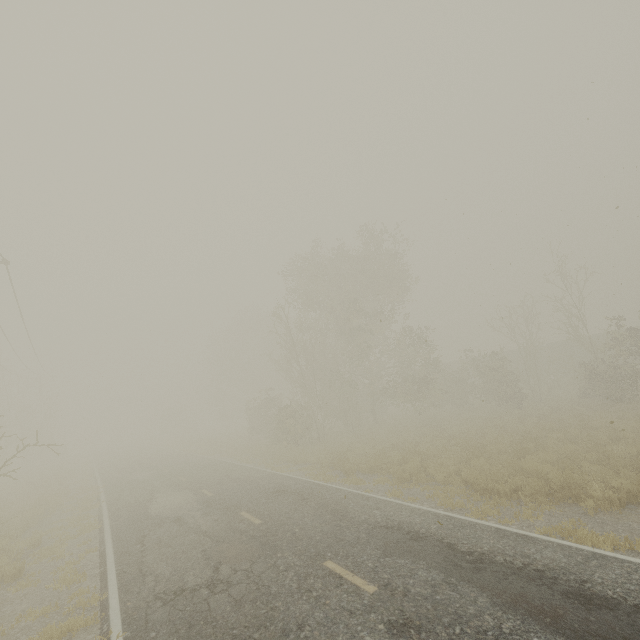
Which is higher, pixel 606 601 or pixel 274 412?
pixel 274 412

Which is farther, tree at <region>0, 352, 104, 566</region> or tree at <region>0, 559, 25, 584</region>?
tree at <region>0, 352, 104, 566</region>

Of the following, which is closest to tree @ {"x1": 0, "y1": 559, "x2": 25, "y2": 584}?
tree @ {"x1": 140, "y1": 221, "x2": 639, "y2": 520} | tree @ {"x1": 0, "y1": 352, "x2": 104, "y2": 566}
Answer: tree @ {"x1": 140, "y1": 221, "x2": 639, "y2": 520}

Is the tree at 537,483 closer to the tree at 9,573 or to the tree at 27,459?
the tree at 27,459

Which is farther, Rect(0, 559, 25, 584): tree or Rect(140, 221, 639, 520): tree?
Rect(140, 221, 639, 520): tree

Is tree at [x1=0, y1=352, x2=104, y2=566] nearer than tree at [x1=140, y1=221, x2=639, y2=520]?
No
